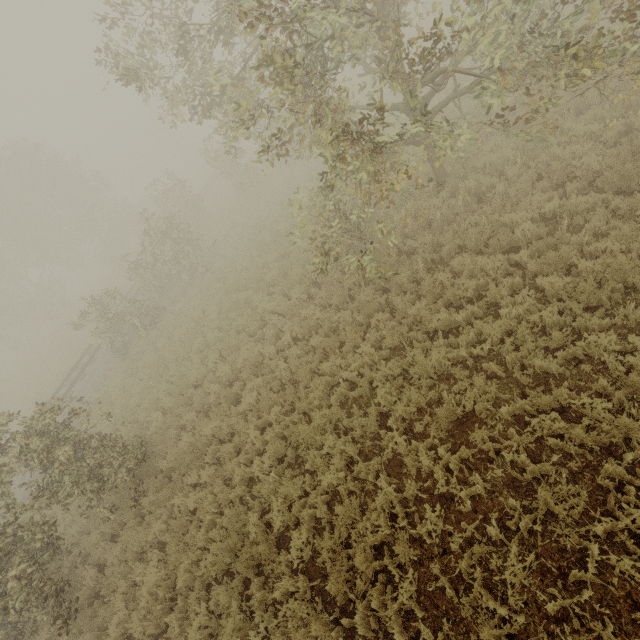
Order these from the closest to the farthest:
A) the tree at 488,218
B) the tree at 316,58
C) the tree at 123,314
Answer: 1. the tree at 316,58
2. the tree at 488,218
3. the tree at 123,314

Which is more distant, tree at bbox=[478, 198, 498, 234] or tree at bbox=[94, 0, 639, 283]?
tree at bbox=[478, 198, 498, 234]

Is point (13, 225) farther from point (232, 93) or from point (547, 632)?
point (547, 632)

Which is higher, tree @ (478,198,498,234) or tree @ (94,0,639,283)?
tree @ (94,0,639,283)

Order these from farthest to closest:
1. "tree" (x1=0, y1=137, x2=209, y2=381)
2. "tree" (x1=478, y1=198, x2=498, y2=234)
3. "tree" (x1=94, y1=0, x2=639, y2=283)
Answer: "tree" (x1=0, y1=137, x2=209, y2=381)
"tree" (x1=478, y1=198, x2=498, y2=234)
"tree" (x1=94, y1=0, x2=639, y2=283)

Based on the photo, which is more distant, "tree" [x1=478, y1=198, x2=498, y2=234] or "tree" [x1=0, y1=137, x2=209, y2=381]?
"tree" [x1=0, y1=137, x2=209, y2=381]

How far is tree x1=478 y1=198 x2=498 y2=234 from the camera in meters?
7.9

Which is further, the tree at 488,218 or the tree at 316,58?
the tree at 488,218
